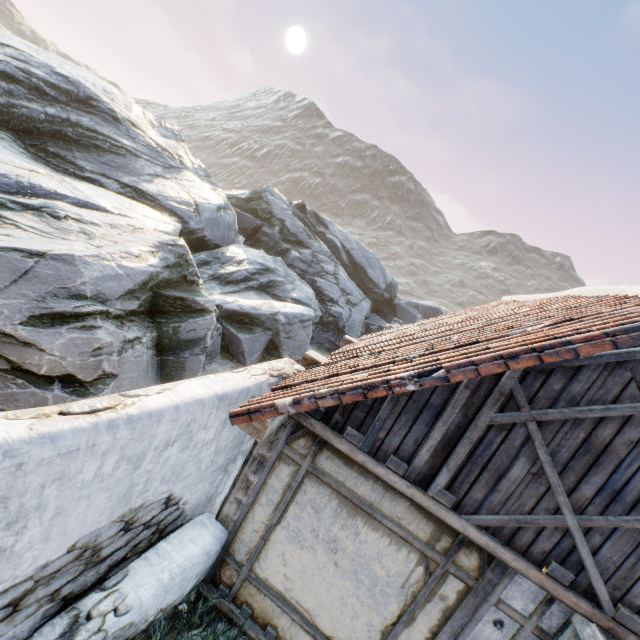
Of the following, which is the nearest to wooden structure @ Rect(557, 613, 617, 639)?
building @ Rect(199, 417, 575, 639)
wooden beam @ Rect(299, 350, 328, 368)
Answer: building @ Rect(199, 417, 575, 639)

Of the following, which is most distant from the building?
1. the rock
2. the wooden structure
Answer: the rock

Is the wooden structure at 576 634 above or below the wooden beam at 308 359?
below

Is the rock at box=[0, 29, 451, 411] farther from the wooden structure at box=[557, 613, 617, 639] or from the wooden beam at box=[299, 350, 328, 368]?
the wooden structure at box=[557, 613, 617, 639]

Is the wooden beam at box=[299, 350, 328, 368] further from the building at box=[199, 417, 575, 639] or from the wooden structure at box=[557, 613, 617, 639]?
the wooden structure at box=[557, 613, 617, 639]

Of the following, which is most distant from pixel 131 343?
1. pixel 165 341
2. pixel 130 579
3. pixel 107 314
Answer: pixel 130 579

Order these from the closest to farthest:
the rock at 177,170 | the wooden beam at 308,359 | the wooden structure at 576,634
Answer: the wooden structure at 576,634
the rock at 177,170
the wooden beam at 308,359
